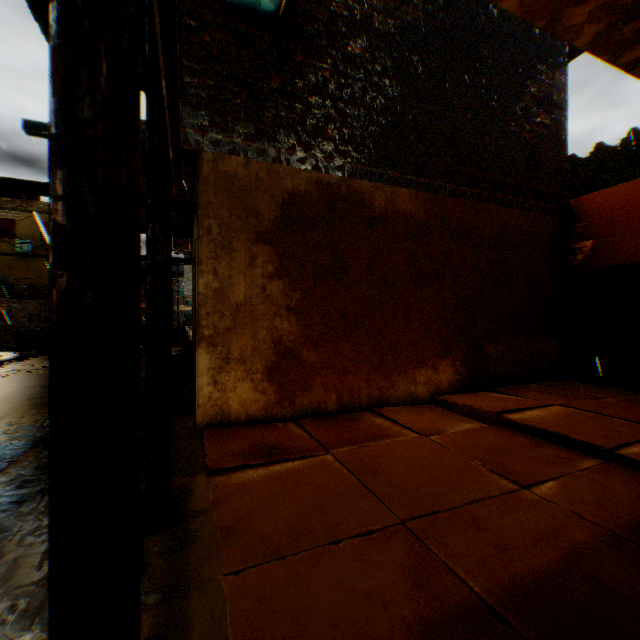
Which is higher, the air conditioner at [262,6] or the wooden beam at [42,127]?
the air conditioner at [262,6]

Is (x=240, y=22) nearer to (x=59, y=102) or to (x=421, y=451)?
(x=59, y=102)

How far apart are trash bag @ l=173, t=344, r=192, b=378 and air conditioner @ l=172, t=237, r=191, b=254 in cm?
378

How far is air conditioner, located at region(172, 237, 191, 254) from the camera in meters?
11.9

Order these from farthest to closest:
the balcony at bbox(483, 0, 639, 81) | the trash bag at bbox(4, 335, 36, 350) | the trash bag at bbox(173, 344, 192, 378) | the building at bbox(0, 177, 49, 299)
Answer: the building at bbox(0, 177, 49, 299) < the trash bag at bbox(4, 335, 36, 350) < the trash bag at bbox(173, 344, 192, 378) < the balcony at bbox(483, 0, 639, 81)

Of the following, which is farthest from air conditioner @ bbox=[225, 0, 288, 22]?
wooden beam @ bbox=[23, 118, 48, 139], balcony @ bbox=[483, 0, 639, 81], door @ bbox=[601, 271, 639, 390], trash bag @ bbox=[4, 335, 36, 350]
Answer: trash bag @ bbox=[4, 335, 36, 350]

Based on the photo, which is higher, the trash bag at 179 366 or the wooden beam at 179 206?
the wooden beam at 179 206

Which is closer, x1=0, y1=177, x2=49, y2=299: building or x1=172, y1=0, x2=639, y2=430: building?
x1=172, y1=0, x2=639, y2=430: building
